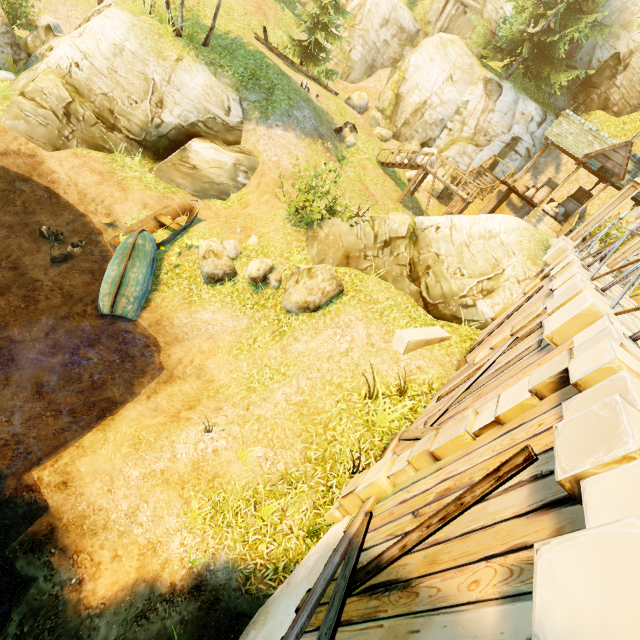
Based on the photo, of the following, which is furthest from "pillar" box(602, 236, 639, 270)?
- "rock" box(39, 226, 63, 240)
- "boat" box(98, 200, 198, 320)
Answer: "rock" box(39, 226, 63, 240)

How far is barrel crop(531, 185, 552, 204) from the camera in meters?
19.7

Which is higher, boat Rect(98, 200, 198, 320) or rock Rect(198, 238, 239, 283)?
rock Rect(198, 238, 239, 283)

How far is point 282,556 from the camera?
6.3 meters

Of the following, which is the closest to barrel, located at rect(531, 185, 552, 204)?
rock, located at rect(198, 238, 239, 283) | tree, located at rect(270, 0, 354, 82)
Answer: tree, located at rect(270, 0, 354, 82)

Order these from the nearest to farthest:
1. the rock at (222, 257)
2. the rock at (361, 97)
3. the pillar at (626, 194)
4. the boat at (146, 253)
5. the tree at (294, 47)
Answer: the pillar at (626, 194), the boat at (146, 253), the rock at (222, 257), the tree at (294, 47), the rock at (361, 97)

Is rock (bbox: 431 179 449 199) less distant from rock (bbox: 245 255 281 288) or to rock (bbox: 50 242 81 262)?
rock (bbox: 245 255 281 288)

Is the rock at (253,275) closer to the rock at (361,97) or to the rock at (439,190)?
the rock at (439,190)
